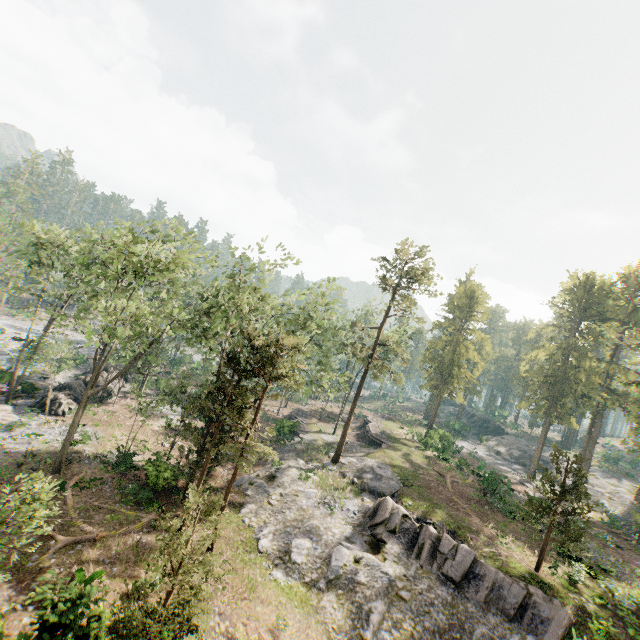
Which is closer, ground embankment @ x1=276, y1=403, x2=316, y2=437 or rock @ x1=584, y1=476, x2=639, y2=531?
ground embankment @ x1=276, y1=403, x2=316, y2=437

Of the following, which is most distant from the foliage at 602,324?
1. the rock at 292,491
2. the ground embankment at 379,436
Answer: the ground embankment at 379,436

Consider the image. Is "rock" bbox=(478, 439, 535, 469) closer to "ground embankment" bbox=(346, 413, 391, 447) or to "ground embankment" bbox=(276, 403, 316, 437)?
"ground embankment" bbox=(346, 413, 391, 447)

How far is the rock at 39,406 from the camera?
29.95m

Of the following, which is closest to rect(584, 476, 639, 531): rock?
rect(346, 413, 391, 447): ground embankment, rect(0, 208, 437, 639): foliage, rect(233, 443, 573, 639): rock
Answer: rect(0, 208, 437, 639): foliage

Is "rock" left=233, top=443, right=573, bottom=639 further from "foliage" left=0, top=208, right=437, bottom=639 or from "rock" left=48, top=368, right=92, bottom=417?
"rock" left=48, top=368, right=92, bottom=417

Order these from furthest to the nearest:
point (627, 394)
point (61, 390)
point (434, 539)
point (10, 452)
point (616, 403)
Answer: point (616, 403) < point (627, 394) < point (61, 390) < point (10, 452) < point (434, 539)

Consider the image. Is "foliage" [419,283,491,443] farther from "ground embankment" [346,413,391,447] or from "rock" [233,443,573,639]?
"ground embankment" [346,413,391,447]
